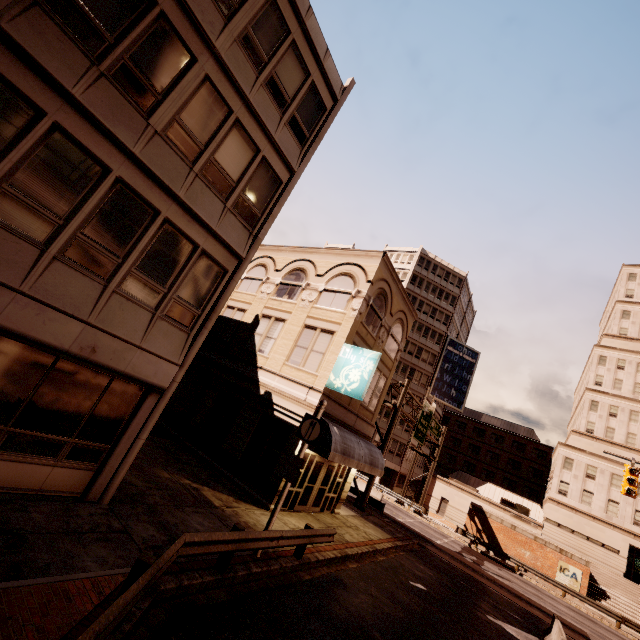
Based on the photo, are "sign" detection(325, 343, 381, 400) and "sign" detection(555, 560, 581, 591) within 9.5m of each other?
no

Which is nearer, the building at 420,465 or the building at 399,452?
the building at 399,452

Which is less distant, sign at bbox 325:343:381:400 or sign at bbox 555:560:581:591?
sign at bbox 325:343:381:400

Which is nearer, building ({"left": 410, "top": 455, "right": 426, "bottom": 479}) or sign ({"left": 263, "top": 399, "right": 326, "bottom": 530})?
sign ({"left": 263, "top": 399, "right": 326, "bottom": 530})

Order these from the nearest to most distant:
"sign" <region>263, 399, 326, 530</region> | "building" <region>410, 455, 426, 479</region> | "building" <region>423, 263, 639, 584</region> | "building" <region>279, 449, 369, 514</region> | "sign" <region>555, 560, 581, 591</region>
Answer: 1. "sign" <region>263, 399, 326, 530</region>
2. "building" <region>279, 449, 369, 514</region>
3. "sign" <region>555, 560, 581, 591</region>
4. "building" <region>423, 263, 639, 584</region>
5. "building" <region>410, 455, 426, 479</region>

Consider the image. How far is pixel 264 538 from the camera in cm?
848

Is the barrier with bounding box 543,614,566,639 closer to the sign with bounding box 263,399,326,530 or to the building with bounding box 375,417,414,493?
the sign with bounding box 263,399,326,530

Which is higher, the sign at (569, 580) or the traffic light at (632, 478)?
the traffic light at (632, 478)
